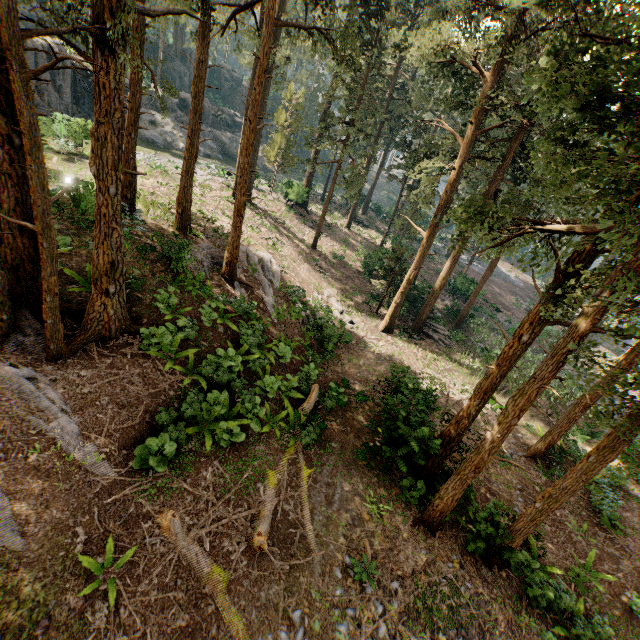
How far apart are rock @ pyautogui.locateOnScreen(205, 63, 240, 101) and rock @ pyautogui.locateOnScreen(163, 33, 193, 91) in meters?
6.4

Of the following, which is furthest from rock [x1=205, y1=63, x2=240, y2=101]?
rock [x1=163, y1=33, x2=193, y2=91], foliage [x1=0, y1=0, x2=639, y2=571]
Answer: foliage [x1=0, y1=0, x2=639, y2=571]

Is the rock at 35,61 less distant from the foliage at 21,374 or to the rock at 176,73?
the rock at 176,73

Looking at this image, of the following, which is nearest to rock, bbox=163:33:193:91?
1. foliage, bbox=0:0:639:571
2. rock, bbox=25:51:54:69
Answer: foliage, bbox=0:0:639:571

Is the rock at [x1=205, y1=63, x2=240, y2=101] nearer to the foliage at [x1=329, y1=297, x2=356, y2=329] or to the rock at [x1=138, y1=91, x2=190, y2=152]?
the foliage at [x1=329, y1=297, x2=356, y2=329]

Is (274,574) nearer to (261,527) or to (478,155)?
(261,527)
